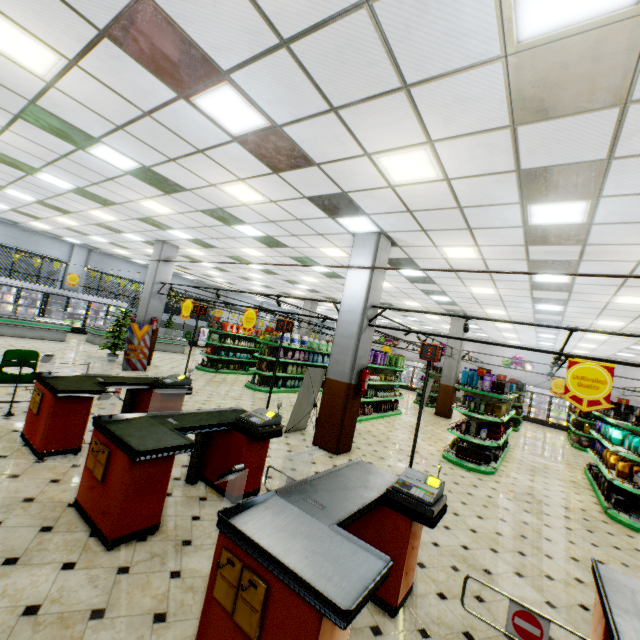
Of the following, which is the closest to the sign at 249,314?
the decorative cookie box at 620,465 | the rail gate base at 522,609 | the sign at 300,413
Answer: the sign at 300,413

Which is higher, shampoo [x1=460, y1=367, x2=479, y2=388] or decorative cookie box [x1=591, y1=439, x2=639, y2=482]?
shampoo [x1=460, y1=367, x2=479, y2=388]

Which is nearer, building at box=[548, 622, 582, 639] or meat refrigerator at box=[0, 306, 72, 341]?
building at box=[548, 622, 582, 639]

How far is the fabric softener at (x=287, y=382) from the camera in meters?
13.0

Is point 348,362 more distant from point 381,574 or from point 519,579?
point 381,574

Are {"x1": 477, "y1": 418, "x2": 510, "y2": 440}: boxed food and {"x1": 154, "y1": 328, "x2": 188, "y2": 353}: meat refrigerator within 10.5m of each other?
no

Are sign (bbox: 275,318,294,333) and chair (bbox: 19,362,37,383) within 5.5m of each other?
yes

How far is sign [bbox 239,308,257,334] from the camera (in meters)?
9.38
